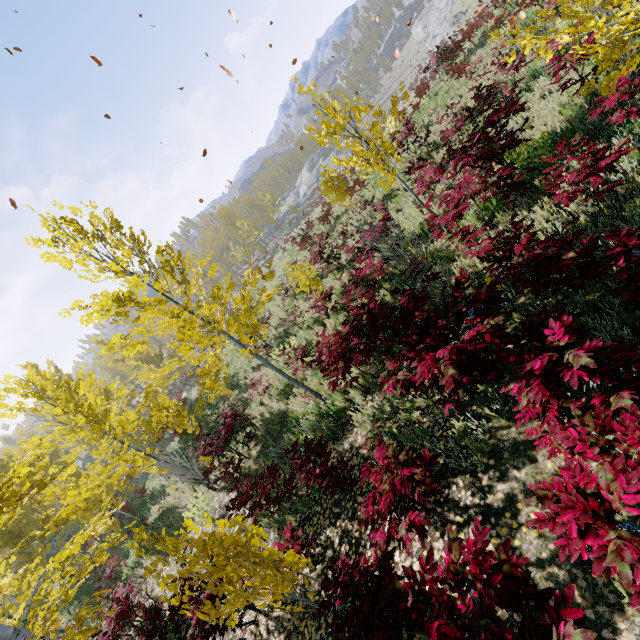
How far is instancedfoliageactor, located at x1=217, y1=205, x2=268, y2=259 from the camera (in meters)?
46.97

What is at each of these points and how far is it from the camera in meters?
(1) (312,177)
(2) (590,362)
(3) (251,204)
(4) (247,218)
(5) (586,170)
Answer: (1) rock, 57.4 m
(2) instancedfoliageactor, 2.1 m
(3) instancedfoliageactor, 59.7 m
(4) instancedfoliageactor, 51.5 m
(5) instancedfoliageactor, 3.9 m

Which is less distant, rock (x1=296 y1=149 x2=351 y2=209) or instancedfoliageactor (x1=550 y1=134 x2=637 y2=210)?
instancedfoliageactor (x1=550 y1=134 x2=637 y2=210)

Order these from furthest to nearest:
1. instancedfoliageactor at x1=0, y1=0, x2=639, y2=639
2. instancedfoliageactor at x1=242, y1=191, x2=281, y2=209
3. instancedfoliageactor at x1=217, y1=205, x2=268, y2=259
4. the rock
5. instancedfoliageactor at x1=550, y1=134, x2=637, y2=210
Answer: the rock < instancedfoliageactor at x1=242, y1=191, x2=281, y2=209 < instancedfoliageactor at x1=217, y1=205, x2=268, y2=259 < instancedfoliageactor at x1=550, y1=134, x2=637, y2=210 < instancedfoliageactor at x1=0, y1=0, x2=639, y2=639

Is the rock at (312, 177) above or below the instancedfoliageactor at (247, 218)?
below

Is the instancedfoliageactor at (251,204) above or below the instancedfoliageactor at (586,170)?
above

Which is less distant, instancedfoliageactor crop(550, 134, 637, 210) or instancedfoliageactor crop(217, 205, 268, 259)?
instancedfoliageactor crop(550, 134, 637, 210)
